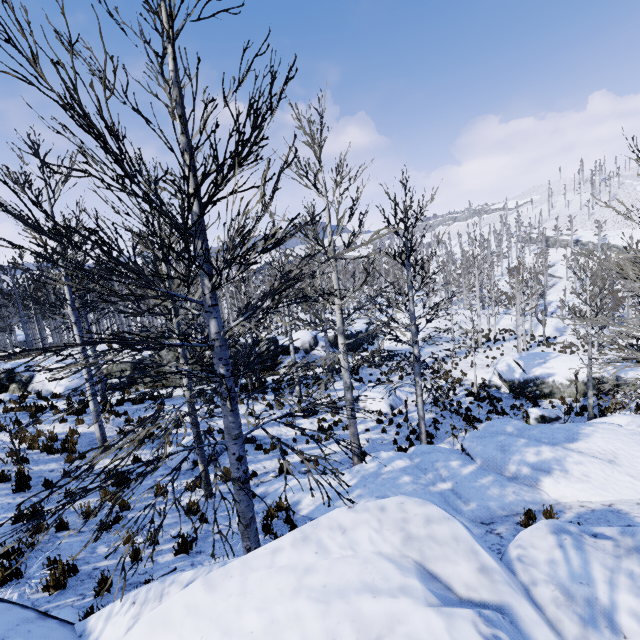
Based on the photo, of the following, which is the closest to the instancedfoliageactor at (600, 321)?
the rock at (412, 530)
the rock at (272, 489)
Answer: the rock at (272, 489)

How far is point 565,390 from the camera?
18.1 meters

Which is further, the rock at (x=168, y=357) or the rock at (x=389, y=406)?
the rock at (x=168, y=357)

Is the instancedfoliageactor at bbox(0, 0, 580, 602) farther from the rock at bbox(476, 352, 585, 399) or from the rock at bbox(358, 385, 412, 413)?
the rock at bbox(476, 352, 585, 399)

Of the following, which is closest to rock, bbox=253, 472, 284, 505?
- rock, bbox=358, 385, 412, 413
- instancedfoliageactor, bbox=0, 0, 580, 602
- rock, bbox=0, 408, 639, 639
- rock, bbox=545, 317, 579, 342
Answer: instancedfoliageactor, bbox=0, 0, 580, 602

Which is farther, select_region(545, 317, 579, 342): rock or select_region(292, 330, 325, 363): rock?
select_region(545, 317, 579, 342): rock

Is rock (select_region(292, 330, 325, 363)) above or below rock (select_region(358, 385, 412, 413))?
above

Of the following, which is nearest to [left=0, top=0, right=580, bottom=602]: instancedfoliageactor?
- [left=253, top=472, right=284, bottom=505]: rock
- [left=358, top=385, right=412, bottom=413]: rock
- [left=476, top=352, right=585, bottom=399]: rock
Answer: [left=253, top=472, right=284, bottom=505]: rock
